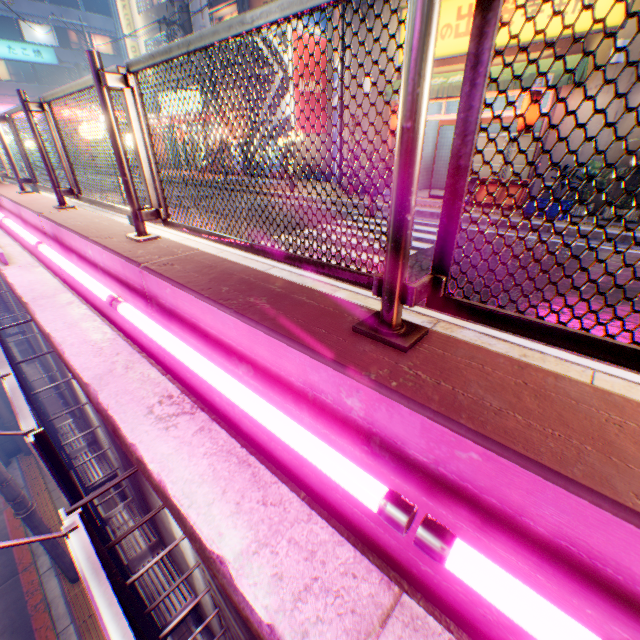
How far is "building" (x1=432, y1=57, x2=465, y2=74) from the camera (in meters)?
9.48

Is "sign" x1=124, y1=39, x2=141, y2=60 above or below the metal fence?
above

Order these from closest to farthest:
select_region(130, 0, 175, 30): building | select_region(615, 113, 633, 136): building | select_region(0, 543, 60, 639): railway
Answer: select_region(0, 543, 60, 639): railway < select_region(615, 113, 633, 136): building < select_region(130, 0, 175, 30): building

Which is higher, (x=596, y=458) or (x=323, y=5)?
(x=323, y=5)

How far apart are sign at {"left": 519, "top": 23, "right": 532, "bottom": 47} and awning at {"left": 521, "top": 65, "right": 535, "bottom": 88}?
0.32m

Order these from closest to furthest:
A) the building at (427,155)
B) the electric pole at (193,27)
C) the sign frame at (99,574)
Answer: the sign frame at (99,574), the building at (427,155), the electric pole at (193,27)

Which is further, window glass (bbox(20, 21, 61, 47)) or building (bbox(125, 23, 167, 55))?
window glass (bbox(20, 21, 61, 47))

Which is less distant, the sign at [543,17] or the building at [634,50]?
the building at [634,50]
